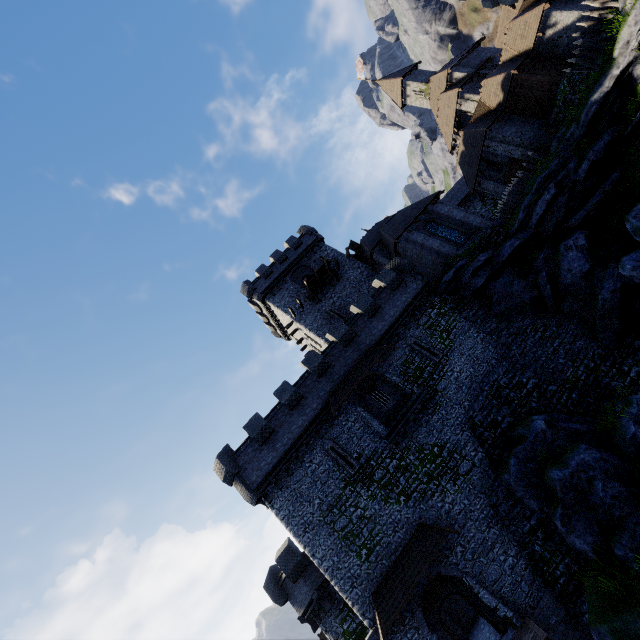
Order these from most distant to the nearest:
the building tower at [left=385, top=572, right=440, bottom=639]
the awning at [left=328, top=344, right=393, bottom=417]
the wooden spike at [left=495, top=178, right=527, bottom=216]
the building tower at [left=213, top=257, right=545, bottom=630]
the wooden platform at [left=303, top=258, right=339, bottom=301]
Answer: the wooden platform at [left=303, top=258, right=339, bottom=301], the wooden spike at [left=495, top=178, right=527, bottom=216], the awning at [left=328, top=344, right=393, bottom=417], the building tower at [left=213, top=257, right=545, bottom=630], the building tower at [left=385, top=572, right=440, bottom=639]

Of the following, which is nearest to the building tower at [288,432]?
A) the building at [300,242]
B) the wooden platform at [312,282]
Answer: the building at [300,242]

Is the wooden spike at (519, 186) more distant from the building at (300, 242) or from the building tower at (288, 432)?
the building tower at (288, 432)

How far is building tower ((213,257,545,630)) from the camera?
16.78m

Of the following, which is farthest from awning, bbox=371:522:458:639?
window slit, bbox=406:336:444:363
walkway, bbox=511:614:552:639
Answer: window slit, bbox=406:336:444:363

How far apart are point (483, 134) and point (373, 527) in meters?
32.0

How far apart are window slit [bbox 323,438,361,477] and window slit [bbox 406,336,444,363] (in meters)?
8.29

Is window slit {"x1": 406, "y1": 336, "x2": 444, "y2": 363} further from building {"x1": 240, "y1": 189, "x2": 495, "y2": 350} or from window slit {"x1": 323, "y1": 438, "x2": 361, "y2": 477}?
window slit {"x1": 323, "y1": 438, "x2": 361, "y2": 477}
